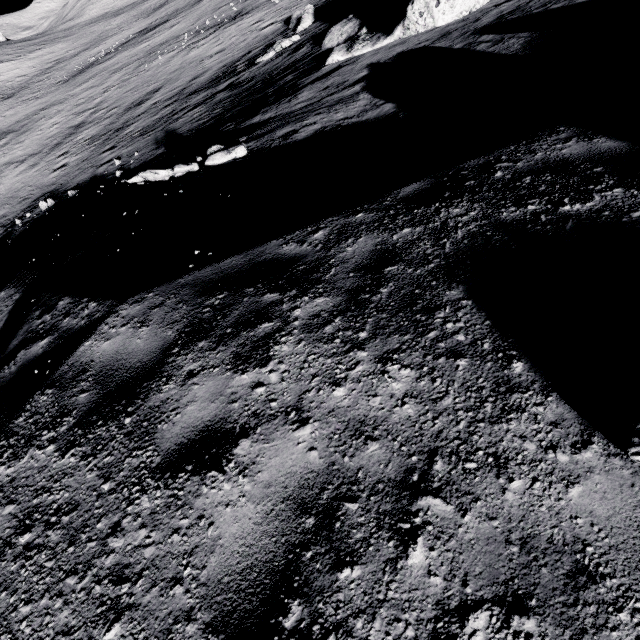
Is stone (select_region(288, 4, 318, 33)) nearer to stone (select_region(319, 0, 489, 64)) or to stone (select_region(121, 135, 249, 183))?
stone (select_region(319, 0, 489, 64))

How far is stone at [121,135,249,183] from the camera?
7.5 meters

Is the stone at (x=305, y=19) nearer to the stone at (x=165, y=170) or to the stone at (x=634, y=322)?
the stone at (x=165, y=170)

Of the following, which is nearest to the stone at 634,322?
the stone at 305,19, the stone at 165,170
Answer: the stone at 165,170

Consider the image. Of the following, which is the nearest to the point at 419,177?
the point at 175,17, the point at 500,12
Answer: the point at 500,12

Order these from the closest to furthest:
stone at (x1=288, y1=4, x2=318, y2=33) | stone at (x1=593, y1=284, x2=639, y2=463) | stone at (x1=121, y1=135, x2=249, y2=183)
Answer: stone at (x1=593, y1=284, x2=639, y2=463)
stone at (x1=121, y1=135, x2=249, y2=183)
stone at (x1=288, y1=4, x2=318, y2=33)

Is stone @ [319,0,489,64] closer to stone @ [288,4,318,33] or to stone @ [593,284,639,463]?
stone @ [288,4,318,33]

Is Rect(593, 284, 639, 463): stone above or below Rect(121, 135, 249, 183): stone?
above
